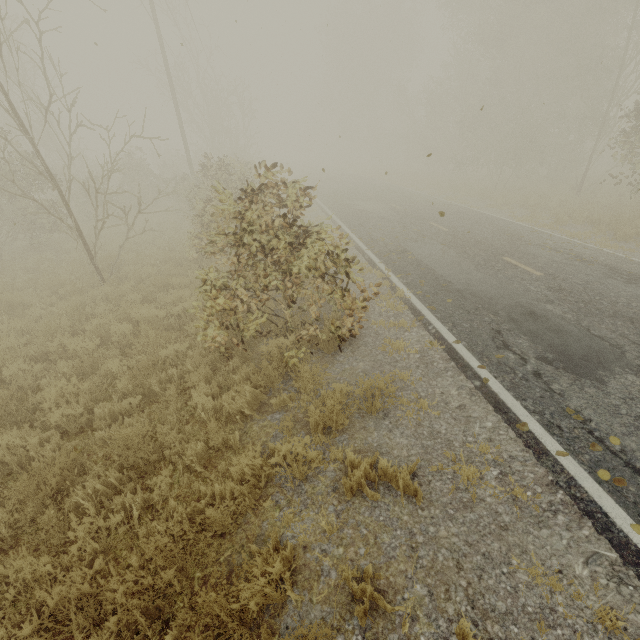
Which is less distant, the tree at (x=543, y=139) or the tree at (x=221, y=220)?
the tree at (x=221, y=220)

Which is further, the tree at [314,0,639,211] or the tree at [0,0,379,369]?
the tree at [314,0,639,211]

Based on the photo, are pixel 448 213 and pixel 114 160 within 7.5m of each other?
no
